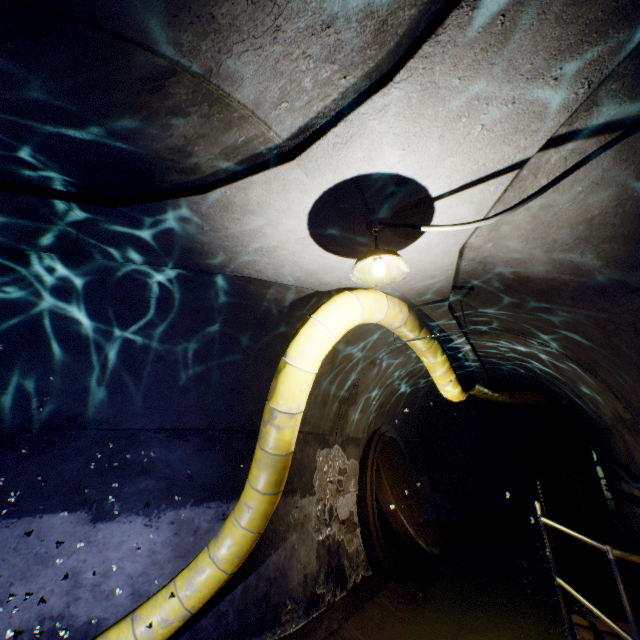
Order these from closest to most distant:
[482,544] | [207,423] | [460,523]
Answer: [207,423], [482,544], [460,523]

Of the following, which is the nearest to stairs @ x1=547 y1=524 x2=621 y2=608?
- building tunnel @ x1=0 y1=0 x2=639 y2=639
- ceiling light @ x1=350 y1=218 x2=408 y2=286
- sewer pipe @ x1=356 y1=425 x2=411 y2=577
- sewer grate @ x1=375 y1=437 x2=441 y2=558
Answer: building tunnel @ x1=0 y1=0 x2=639 y2=639

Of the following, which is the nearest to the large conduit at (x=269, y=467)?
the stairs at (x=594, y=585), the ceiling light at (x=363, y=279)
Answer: the ceiling light at (x=363, y=279)

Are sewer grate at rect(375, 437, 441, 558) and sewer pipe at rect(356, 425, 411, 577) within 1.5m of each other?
yes

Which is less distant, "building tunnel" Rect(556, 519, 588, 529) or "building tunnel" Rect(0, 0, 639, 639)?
"building tunnel" Rect(0, 0, 639, 639)

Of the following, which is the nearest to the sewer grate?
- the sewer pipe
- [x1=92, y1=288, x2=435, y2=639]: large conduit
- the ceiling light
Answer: the sewer pipe

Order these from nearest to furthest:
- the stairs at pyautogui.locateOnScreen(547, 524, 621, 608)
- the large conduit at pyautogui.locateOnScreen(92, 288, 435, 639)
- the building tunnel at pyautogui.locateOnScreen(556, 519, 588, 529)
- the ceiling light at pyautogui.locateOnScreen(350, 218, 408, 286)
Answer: the ceiling light at pyautogui.locateOnScreen(350, 218, 408, 286) → the large conduit at pyautogui.locateOnScreen(92, 288, 435, 639) → the stairs at pyautogui.locateOnScreen(547, 524, 621, 608) → the building tunnel at pyautogui.locateOnScreen(556, 519, 588, 529)

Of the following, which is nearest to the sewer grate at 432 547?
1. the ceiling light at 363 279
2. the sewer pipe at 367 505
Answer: the sewer pipe at 367 505
